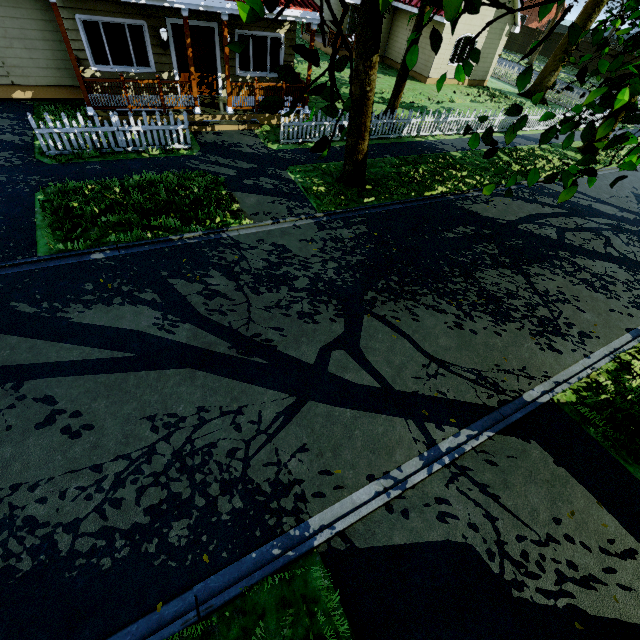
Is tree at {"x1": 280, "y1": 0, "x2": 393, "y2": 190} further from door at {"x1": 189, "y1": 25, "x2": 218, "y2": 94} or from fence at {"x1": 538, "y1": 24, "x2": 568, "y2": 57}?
door at {"x1": 189, "y1": 25, "x2": 218, "y2": 94}

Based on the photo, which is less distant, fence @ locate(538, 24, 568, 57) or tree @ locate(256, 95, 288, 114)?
tree @ locate(256, 95, 288, 114)

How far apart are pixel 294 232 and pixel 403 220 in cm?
361

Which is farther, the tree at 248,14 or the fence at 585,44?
the fence at 585,44

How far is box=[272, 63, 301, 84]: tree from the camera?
2.3 meters

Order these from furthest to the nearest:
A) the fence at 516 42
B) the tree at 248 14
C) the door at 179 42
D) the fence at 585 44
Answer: the fence at 516 42 → the fence at 585 44 → the door at 179 42 → the tree at 248 14

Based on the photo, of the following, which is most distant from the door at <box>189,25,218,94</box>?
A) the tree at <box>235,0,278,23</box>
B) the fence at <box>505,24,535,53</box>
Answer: the tree at <box>235,0,278,23</box>
